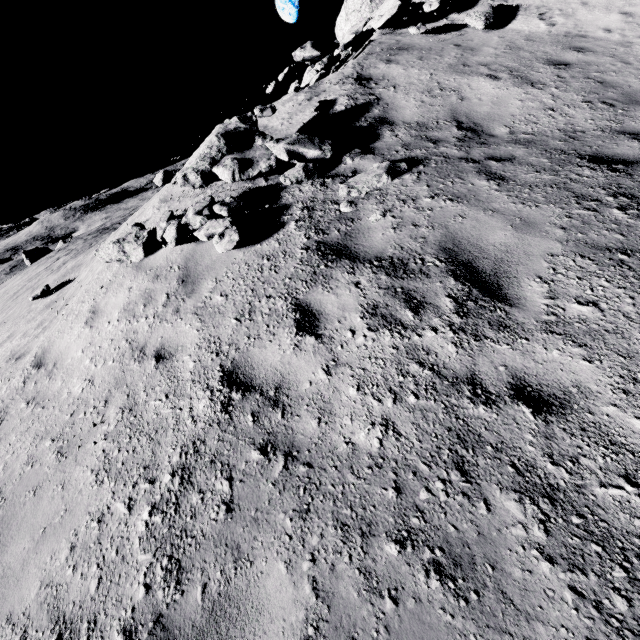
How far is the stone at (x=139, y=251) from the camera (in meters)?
5.95

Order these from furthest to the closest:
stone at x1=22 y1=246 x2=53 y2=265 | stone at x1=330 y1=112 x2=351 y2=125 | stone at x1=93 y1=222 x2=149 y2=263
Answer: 1. stone at x1=22 y1=246 x2=53 y2=265
2. stone at x1=330 y1=112 x2=351 y2=125
3. stone at x1=93 y1=222 x2=149 y2=263

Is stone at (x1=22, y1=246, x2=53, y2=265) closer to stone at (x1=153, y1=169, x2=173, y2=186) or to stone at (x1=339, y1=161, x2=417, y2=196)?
stone at (x1=153, y1=169, x2=173, y2=186)

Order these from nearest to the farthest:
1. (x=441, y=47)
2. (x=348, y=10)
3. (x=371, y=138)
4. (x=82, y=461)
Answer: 1. (x=82, y=461)
2. (x=371, y=138)
3. (x=441, y=47)
4. (x=348, y=10)

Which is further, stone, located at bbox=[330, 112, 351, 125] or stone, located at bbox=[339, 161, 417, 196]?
stone, located at bbox=[330, 112, 351, 125]

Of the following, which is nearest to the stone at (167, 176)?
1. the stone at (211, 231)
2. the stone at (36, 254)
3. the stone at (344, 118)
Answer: the stone at (211, 231)

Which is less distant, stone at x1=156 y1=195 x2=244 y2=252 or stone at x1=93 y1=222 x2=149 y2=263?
stone at x1=156 y1=195 x2=244 y2=252

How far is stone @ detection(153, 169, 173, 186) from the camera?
7.4m
